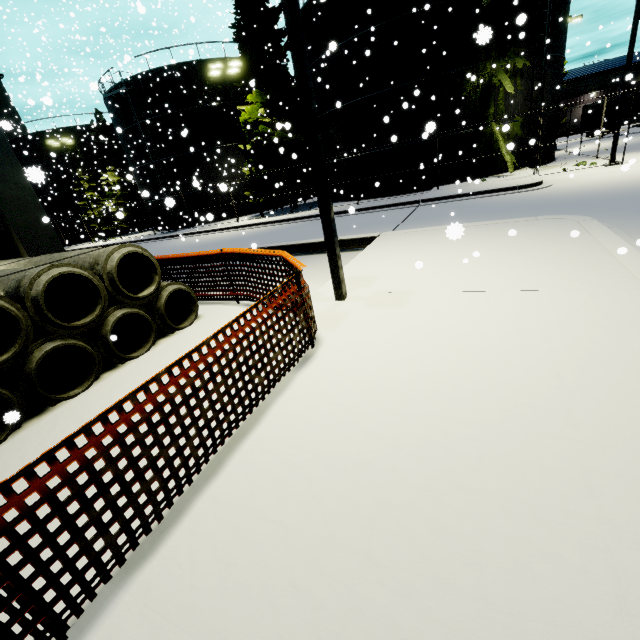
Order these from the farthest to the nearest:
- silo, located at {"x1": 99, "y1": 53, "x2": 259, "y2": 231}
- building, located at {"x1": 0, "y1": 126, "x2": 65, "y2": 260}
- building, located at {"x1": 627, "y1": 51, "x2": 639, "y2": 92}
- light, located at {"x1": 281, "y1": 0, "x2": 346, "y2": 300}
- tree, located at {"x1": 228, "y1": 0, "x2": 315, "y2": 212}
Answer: building, located at {"x1": 627, "y1": 51, "x2": 639, "y2": 92} → silo, located at {"x1": 99, "y1": 53, "x2": 259, "y2": 231} → tree, located at {"x1": 228, "y1": 0, "x2": 315, "y2": 212} → building, located at {"x1": 0, "y1": 126, "x2": 65, "y2": 260} → light, located at {"x1": 281, "y1": 0, "x2": 346, "y2": 300}

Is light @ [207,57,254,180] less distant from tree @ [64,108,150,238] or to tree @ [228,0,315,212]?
tree @ [228,0,315,212]

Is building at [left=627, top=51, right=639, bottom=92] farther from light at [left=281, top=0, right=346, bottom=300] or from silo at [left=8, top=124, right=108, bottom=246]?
light at [left=281, top=0, right=346, bottom=300]

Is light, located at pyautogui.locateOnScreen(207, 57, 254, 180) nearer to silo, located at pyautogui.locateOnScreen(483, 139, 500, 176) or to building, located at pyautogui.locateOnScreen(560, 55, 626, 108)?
silo, located at pyautogui.locateOnScreen(483, 139, 500, 176)

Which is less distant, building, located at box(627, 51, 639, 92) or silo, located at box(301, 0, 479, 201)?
silo, located at box(301, 0, 479, 201)

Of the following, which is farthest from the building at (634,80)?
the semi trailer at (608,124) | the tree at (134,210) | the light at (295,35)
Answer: the tree at (134,210)

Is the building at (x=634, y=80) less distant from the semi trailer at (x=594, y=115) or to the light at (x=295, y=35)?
the semi trailer at (x=594, y=115)

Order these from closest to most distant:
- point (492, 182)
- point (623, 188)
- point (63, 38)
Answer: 1. point (623, 188)
2. point (492, 182)
3. point (63, 38)
